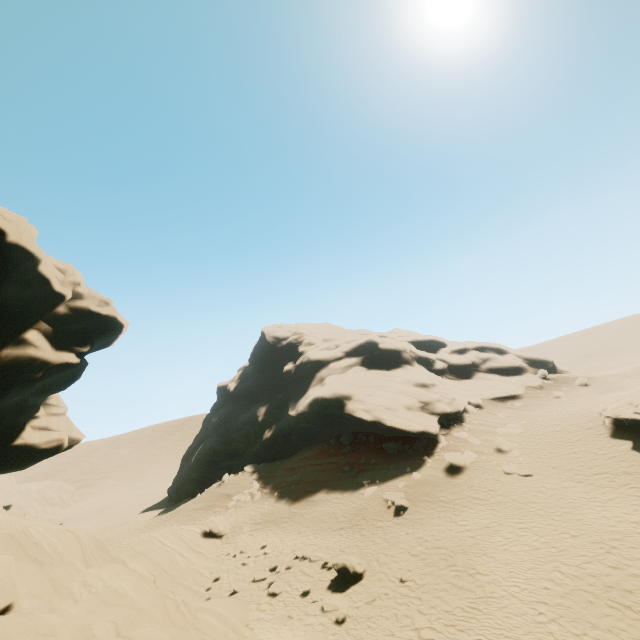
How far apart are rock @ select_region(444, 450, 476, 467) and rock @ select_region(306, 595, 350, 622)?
12.50m

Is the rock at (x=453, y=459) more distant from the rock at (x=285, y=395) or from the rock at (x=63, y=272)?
the rock at (x=63, y=272)

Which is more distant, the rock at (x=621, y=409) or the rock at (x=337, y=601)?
the rock at (x=621, y=409)

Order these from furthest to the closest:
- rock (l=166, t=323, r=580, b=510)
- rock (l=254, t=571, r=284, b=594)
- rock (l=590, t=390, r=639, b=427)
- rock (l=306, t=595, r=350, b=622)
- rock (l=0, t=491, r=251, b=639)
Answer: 1. rock (l=166, t=323, r=580, b=510)
2. rock (l=590, t=390, r=639, b=427)
3. rock (l=254, t=571, r=284, b=594)
4. rock (l=306, t=595, r=350, b=622)
5. rock (l=0, t=491, r=251, b=639)

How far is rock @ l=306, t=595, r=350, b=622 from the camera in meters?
12.3 m

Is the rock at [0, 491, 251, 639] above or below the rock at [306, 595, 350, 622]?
above

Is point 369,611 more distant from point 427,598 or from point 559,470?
point 559,470

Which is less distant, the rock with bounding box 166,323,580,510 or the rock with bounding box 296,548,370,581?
the rock with bounding box 296,548,370,581
